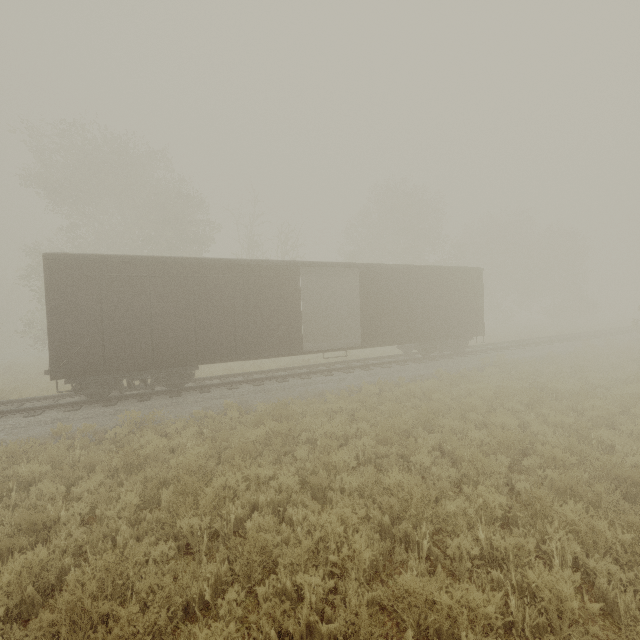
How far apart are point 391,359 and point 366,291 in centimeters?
539cm

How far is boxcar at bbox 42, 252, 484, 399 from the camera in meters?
9.6 m

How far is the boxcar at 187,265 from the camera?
9.59m

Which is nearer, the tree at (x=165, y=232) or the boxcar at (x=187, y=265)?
the boxcar at (x=187, y=265)

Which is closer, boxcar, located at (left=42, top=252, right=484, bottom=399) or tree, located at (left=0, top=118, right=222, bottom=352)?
boxcar, located at (left=42, top=252, right=484, bottom=399)
